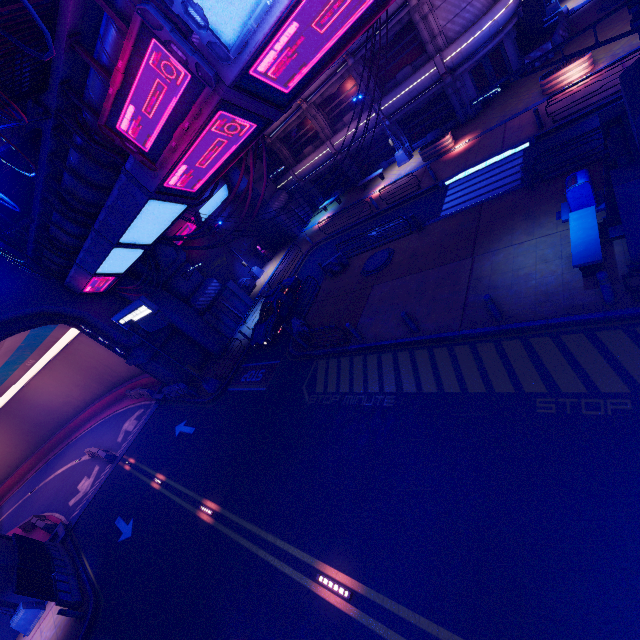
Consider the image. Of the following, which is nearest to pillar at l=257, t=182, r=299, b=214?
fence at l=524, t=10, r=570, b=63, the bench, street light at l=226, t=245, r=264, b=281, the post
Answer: street light at l=226, t=245, r=264, b=281

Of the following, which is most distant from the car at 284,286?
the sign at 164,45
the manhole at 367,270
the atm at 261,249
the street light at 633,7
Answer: the street light at 633,7

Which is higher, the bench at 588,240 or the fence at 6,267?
the fence at 6,267

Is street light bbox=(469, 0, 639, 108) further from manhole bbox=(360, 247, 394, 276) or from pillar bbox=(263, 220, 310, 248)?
pillar bbox=(263, 220, 310, 248)

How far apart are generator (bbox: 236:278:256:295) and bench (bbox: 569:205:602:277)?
23.6m

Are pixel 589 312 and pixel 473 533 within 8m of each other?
yes

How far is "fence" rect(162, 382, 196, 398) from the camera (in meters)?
22.30

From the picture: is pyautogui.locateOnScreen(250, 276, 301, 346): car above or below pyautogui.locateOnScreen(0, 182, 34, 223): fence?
below
